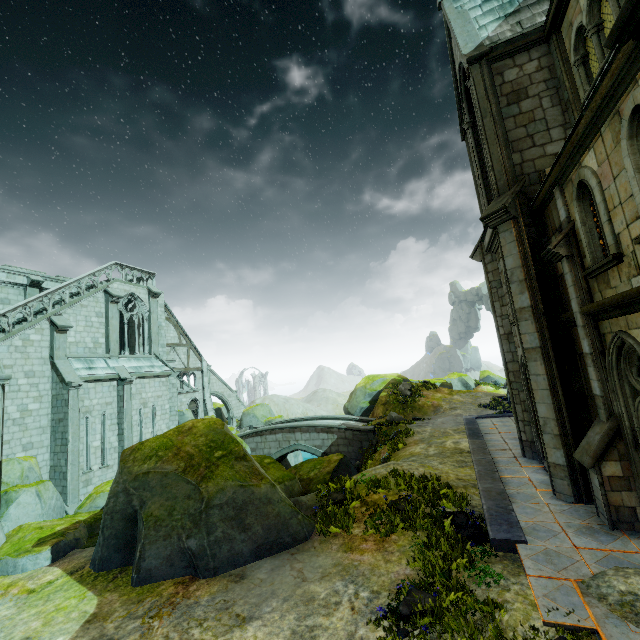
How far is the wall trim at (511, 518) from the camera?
7.1m

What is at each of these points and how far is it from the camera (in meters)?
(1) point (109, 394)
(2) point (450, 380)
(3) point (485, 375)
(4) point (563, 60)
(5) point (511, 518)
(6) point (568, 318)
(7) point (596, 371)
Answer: (1) building, 19.52
(2) rock, 35.34
(3) rock, 46.62
(4) stone column, 9.73
(5) wall trim, 7.86
(6) wall trim, 8.60
(7) stone column, 7.52

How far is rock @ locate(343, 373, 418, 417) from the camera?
29.0 meters

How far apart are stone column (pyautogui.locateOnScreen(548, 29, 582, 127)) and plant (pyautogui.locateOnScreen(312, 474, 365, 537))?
13.0m

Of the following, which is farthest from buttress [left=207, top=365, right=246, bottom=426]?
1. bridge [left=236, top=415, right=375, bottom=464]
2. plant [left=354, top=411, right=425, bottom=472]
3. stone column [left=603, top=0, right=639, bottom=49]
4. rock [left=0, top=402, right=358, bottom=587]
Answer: stone column [left=603, top=0, right=639, bottom=49]

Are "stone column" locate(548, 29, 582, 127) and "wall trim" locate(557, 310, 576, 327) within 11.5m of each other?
yes

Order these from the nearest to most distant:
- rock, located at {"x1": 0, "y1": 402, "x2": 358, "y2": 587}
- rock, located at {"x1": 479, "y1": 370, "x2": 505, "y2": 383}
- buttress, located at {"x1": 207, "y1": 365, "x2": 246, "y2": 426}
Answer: rock, located at {"x1": 0, "y1": 402, "x2": 358, "y2": 587}
buttress, located at {"x1": 207, "y1": 365, "x2": 246, "y2": 426}
rock, located at {"x1": 479, "y1": 370, "x2": 505, "y2": 383}

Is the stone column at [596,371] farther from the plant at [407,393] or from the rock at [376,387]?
the rock at [376,387]
